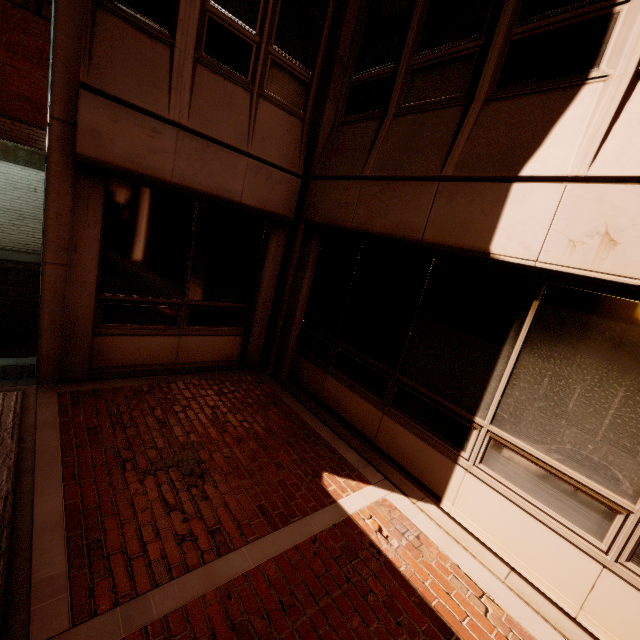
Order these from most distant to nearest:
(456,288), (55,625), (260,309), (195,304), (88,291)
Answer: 1. (260,309)
2. (195,304)
3. (88,291)
4. (456,288)
5. (55,625)
